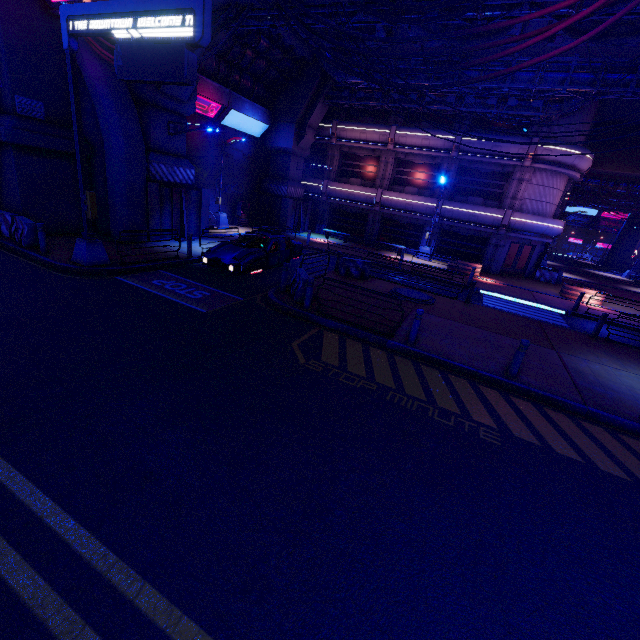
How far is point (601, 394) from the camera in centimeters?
848cm

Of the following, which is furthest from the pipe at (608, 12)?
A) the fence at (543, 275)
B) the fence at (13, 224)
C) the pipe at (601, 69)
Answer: the fence at (543, 275)

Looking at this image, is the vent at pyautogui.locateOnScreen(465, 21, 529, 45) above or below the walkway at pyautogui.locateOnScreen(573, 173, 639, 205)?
above

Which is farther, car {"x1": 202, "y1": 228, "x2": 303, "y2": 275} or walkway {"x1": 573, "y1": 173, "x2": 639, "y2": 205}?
walkway {"x1": 573, "y1": 173, "x2": 639, "y2": 205}

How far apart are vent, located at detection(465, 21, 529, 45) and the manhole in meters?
11.2 m

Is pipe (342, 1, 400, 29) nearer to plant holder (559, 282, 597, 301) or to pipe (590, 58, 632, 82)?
pipe (590, 58, 632, 82)

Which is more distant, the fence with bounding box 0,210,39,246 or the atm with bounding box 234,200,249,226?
the atm with bounding box 234,200,249,226

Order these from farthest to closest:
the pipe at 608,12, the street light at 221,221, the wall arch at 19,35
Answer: the street light at 221,221 → the wall arch at 19,35 → the pipe at 608,12
